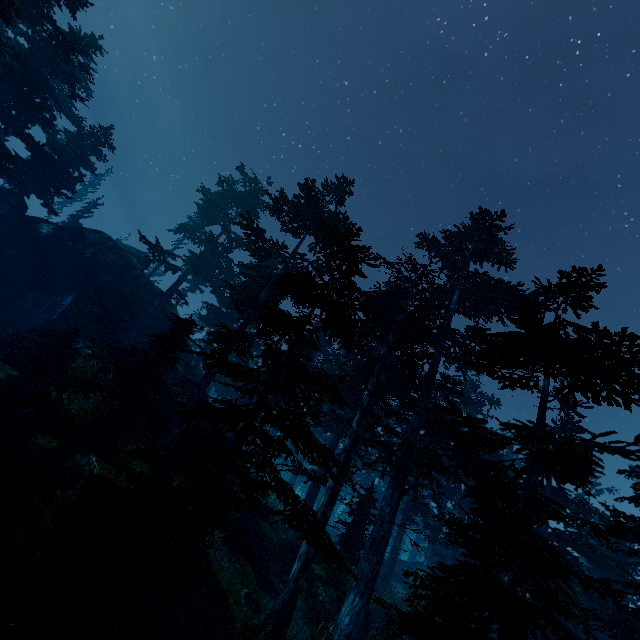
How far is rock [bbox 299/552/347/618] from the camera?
14.6 meters

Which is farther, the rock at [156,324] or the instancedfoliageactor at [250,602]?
the rock at [156,324]

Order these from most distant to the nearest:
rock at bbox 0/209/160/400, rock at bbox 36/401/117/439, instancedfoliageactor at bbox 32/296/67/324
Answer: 1. instancedfoliageactor at bbox 32/296/67/324
2. rock at bbox 0/209/160/400
3. rock at bbox 36/401/117/439

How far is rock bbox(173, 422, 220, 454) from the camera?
17.1m

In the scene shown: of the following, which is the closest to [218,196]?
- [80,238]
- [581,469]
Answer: [80,238]

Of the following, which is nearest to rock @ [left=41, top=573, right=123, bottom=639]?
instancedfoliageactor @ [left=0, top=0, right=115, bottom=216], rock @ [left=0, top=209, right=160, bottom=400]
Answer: instancedfoliageactor @ [left=0, top=0, right=115, bottom=216]

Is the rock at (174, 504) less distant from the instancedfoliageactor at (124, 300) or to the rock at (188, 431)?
the instancedfoliageactor at (124, 300)
